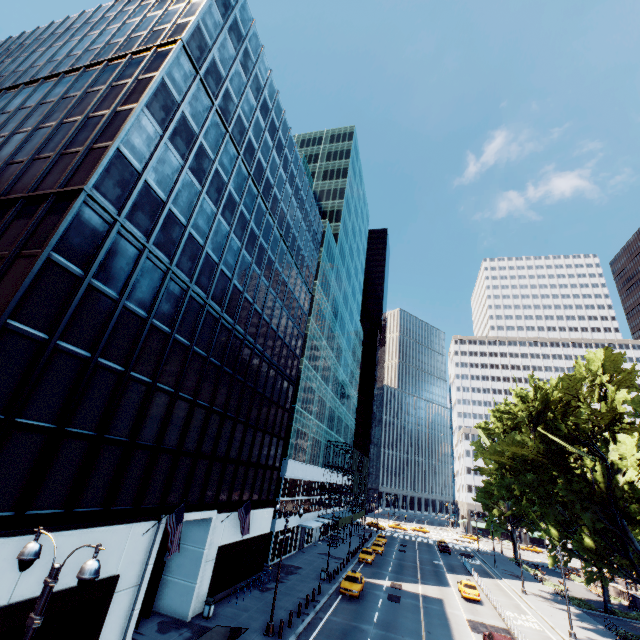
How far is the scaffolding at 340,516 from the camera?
51.3m

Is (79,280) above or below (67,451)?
above

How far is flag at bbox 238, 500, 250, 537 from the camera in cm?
2377

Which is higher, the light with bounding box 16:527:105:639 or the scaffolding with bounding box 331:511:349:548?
the light with bounding box 16:527:105:639

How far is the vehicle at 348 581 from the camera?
29.8 meters

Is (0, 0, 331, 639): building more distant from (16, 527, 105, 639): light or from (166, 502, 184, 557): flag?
(16, 527, 105, 639): light

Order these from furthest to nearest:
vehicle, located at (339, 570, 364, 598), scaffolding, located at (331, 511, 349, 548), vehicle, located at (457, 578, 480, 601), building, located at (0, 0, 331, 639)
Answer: scaffolding, located at (331, 511, 349, 548)
vehicle, located at (457, 578, 480, 601)
vehicle, located at (339, 570, 364, 598)
building, located at (0, 0, 331, 639)

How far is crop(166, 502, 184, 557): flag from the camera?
16.6m
